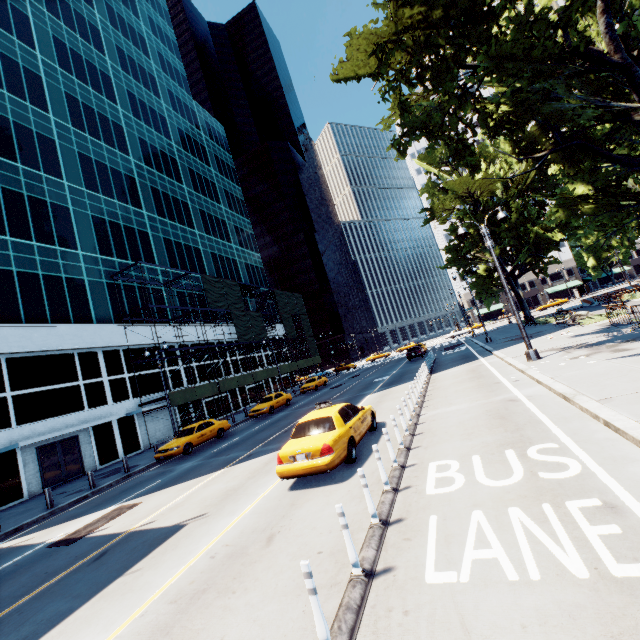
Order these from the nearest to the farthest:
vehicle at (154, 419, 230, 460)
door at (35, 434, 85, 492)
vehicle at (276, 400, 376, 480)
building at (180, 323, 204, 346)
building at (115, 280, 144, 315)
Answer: vehicle at (276, 400, 376, 480) < vehicle at (154, 419, 230, 460) < door at (35, 434, 85, 492) < building at (115, 280, 144, 315) < building at (180, 323, 204, 346)

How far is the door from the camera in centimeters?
2061cm

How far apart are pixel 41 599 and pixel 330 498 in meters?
6.2

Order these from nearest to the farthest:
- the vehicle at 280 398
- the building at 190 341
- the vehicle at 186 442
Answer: the vehicle at 186 442 → the vehicle at 280 398 → the building at 190 341

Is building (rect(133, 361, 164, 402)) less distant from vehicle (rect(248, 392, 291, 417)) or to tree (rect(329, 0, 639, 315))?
vehicle (rect(248, 392, 291, 417))

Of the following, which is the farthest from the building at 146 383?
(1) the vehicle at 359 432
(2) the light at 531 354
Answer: (2) the light at 531 354

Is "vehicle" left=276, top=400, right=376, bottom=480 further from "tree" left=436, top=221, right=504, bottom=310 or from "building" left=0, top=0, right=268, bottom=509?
"building" left=0, top=0, right=268, bottom=509

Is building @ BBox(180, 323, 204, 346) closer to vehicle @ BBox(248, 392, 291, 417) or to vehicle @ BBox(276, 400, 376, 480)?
vehicle @ BBox(248, 392, 291, 417)
